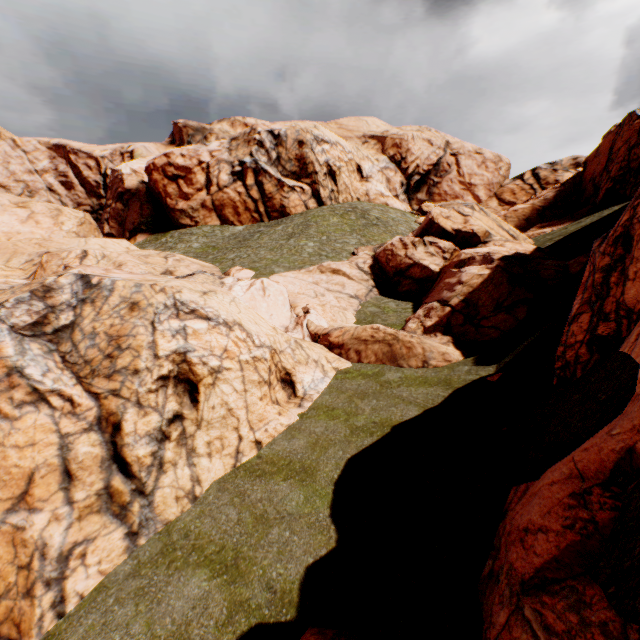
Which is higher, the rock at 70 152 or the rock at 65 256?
the rock at 70 152

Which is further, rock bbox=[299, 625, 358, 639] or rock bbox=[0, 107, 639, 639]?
rock bbox=[299, 625, 358, 639]

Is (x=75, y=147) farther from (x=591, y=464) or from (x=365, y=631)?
(x=591, y=464)

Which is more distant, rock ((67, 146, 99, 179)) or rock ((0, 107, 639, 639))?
rock ((67, 146, 99, 179))

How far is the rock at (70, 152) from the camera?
59.50m

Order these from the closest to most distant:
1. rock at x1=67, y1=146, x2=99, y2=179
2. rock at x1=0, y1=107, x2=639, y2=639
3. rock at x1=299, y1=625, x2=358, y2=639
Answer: rock at x1=0, y1=107, x2=639, y2=639, rock at x1=299, y1=625, x2=358, y2=639, rock at x1=67, y1=146, x2=99, y2=179

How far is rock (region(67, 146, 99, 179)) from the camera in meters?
59.5

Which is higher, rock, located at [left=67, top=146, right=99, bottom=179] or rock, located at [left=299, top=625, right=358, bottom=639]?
rock, located at [left=67, top=146, right=99, bottom=179]
